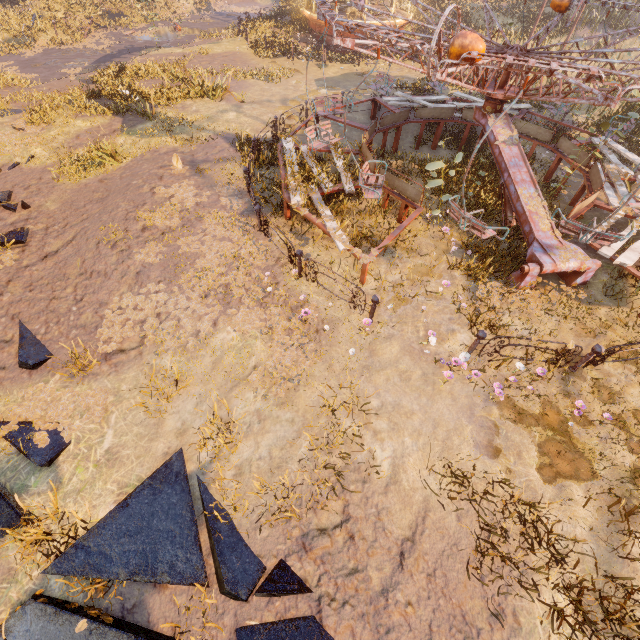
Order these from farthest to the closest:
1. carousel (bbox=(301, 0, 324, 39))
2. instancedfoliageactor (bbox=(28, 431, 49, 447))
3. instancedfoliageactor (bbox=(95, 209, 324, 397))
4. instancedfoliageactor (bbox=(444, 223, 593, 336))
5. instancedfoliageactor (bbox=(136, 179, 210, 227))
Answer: carousel (bbox=(301, 0, 324, 39)), instancedfoliageactor (bbox=(136, 179, 210, 227)), instancedfoliageactor (bbox=(444, 223, 593, 336)), instancedfoliageactor (bbox=(95, 209, 324, 397)), instancedfoliageactor (bbox=(28, 431, 49, 447))

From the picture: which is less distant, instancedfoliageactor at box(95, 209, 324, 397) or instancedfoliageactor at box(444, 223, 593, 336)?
instancedfoliageactor at box(95, 209, 324, 397)

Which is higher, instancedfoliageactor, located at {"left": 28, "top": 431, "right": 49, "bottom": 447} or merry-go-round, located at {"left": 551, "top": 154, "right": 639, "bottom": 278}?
merry-go-round, located at {"left": 551, "top": 154, "right": 639, "bottom": 278}

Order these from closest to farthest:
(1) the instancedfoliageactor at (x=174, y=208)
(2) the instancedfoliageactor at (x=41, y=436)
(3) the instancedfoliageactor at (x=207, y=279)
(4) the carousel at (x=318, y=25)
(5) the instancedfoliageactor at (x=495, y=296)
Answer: (2) the instancedfoliageactor at (x=41, y=436) → (3) the instancedfoliageactor at (x=207, y=279) → (5) the instancedfoliageactor at (x=495, y=296) → (1) the instancedfoliageactor at (x=174, y=208) → (4) the carousel at (x=318, y=25)

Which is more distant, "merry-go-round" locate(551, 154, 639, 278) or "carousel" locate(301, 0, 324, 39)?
"carousel" locate(301, 0, 324, 39)

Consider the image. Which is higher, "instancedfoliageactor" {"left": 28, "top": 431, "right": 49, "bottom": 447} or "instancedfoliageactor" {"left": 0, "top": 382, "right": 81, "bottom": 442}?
"instancedfoliageactor" {"left": 28, "top": 431, "right": 49, "bottom": 447}

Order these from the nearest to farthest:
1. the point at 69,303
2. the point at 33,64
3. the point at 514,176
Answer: the point at 69,303
the point at 514,176
the point at 33,64

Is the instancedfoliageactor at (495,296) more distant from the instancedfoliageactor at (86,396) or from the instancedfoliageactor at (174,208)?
the instancedfoliageactor at (86,396)
